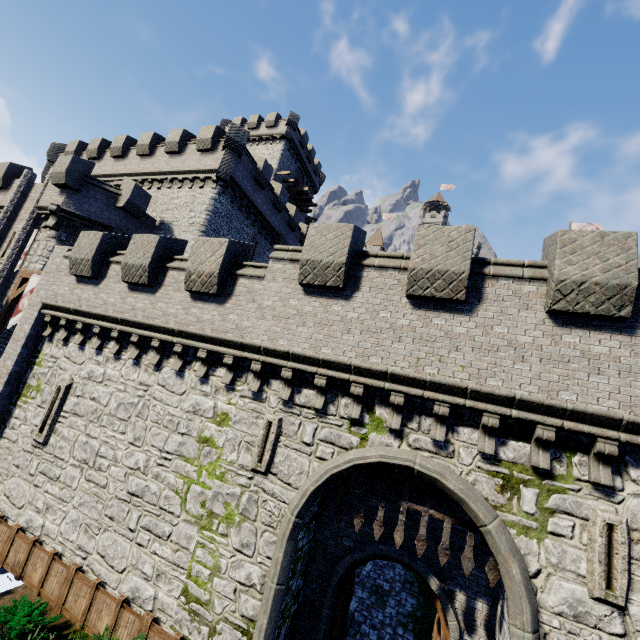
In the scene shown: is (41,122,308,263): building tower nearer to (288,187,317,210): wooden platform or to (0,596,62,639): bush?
(288,187,317,210): wooden platform

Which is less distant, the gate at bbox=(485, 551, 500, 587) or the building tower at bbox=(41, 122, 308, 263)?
the gate at bbox=(485, 551, 500, 587)

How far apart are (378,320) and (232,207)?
18.6m

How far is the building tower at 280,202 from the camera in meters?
21.6 m

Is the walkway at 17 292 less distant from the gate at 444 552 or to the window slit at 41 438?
the window slit at 41 438

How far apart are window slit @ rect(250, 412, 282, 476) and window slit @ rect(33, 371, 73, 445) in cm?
802

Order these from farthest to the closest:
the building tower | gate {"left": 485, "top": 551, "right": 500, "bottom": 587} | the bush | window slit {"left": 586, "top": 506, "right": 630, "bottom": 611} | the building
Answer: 1. the building
2. the building tower
3. the bush
4. gate {"left": 485, "top": 551, "right": 500, "bottom": 587}
5. window slit {"left": 586, "top": 506, "right": 630, "bottom": 611}

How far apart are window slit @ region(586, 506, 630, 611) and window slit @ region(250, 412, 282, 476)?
6.7 meters
